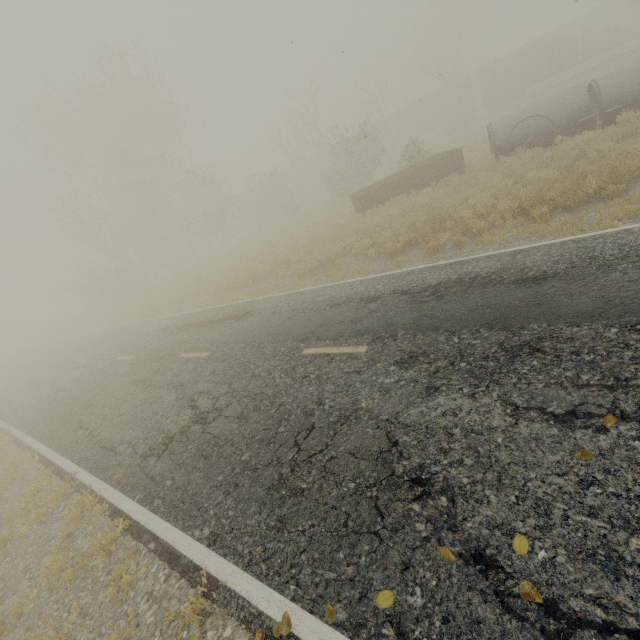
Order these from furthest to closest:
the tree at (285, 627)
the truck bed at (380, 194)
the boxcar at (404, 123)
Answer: the boxcar at (404, 123) < the truck bed at (380, 194) < the tree at (285, 627)

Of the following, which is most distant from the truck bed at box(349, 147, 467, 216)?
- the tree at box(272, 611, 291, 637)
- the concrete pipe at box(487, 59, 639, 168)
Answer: the tree at box(272, 611, 291, 637)

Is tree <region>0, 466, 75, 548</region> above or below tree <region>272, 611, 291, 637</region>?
below

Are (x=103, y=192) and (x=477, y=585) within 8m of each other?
no

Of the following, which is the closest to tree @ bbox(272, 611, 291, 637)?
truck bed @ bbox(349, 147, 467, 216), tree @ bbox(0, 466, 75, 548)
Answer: tree @ bbox(0, 466, 75, 548)

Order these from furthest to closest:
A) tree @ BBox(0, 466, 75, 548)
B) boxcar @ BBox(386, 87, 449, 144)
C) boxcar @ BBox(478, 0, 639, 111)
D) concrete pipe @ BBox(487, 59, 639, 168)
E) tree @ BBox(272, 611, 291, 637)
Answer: boxcar @ BBox(386, 87, 449, 144), boxcar @ BBox(478, 0, 639, 111), concrete pipe @ BBox(487, 59, 639, 168), tree @ BBox(0, 466, 75, 548), tree @ BBox(272, 611, 291, 637)

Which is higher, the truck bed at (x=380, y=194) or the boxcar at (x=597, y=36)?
the boxcar at (x=597, y=36)

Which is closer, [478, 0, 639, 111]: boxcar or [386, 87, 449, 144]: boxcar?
[478, 0, 639, 111]: boxcar
